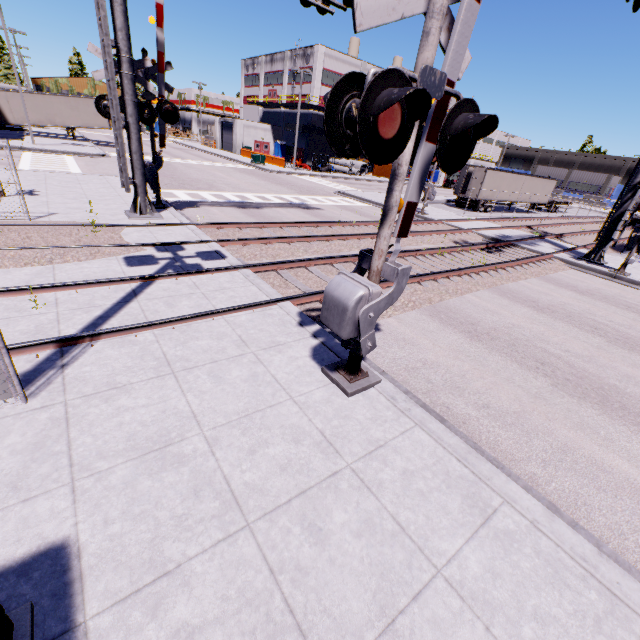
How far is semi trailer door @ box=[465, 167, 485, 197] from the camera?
29.4 meters

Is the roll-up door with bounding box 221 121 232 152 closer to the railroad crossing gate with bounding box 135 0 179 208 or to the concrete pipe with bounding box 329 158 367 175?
the concrete pipe with bounding box 329 158 367 175

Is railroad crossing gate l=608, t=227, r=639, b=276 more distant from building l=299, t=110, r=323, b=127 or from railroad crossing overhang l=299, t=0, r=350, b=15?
building l=299, t=110, r=323, b=127

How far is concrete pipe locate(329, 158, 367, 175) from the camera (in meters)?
48.22

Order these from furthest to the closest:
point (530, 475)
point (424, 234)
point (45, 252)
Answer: point (424, 234) → point (45, 252) → point (530, 475)

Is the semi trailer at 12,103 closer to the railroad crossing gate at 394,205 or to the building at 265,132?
the building at 265,132

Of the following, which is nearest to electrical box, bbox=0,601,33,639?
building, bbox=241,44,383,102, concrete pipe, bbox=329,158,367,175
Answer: building, bbox=241,44,383,102

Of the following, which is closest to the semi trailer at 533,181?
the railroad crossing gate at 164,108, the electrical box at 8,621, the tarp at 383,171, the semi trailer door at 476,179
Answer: the semi trailer door at 476,179
